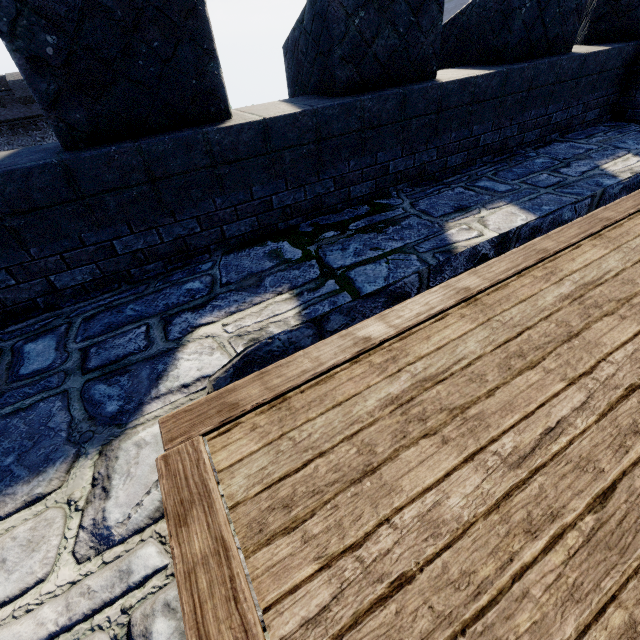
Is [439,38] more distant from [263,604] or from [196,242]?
[263,604]
